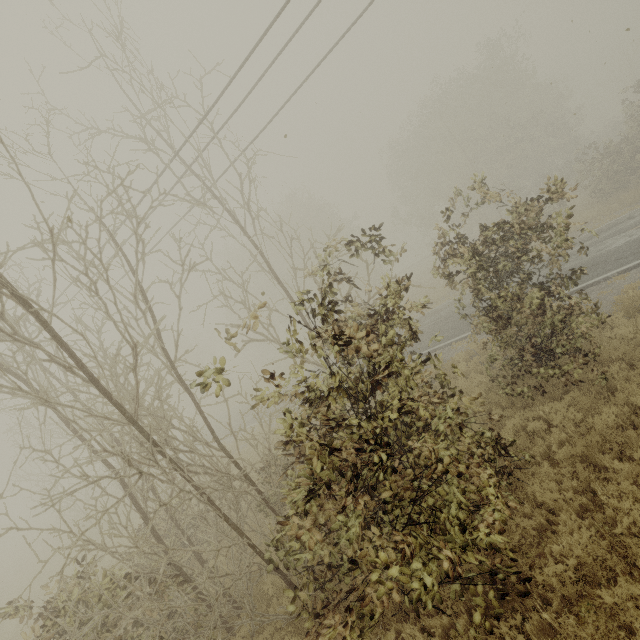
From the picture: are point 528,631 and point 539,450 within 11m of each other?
yes
